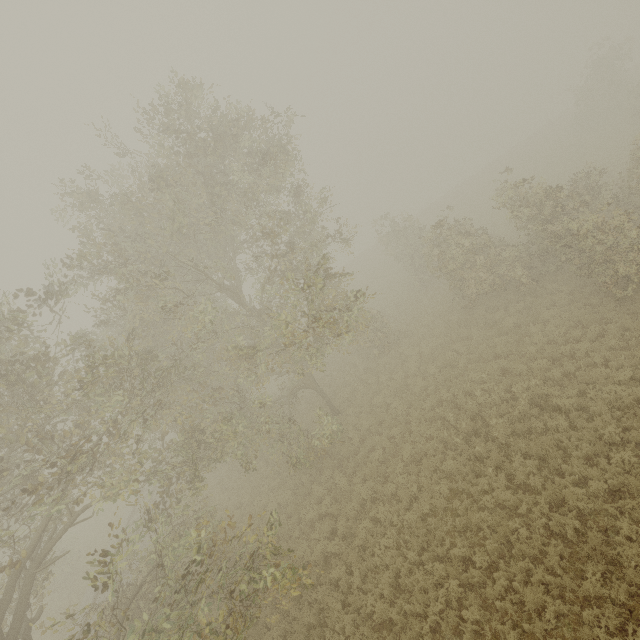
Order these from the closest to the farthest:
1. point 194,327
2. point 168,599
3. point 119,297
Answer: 1. point 119,297
2. point 194,327
3. point 168,599
